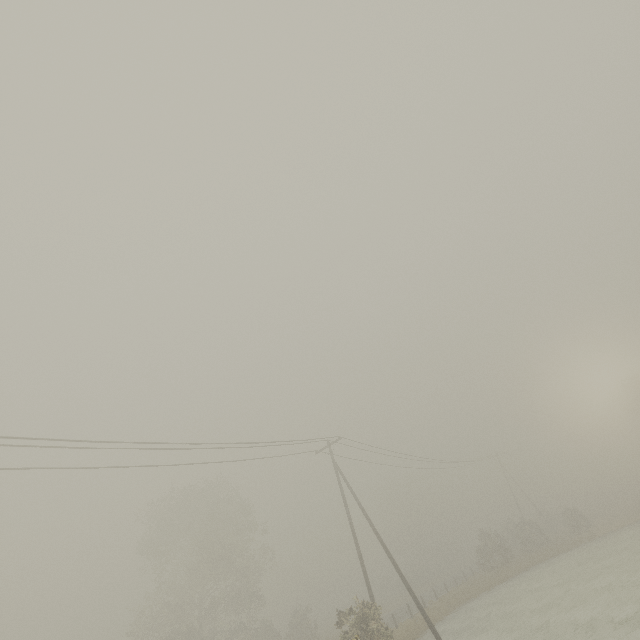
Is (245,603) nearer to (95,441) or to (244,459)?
(244,459)
